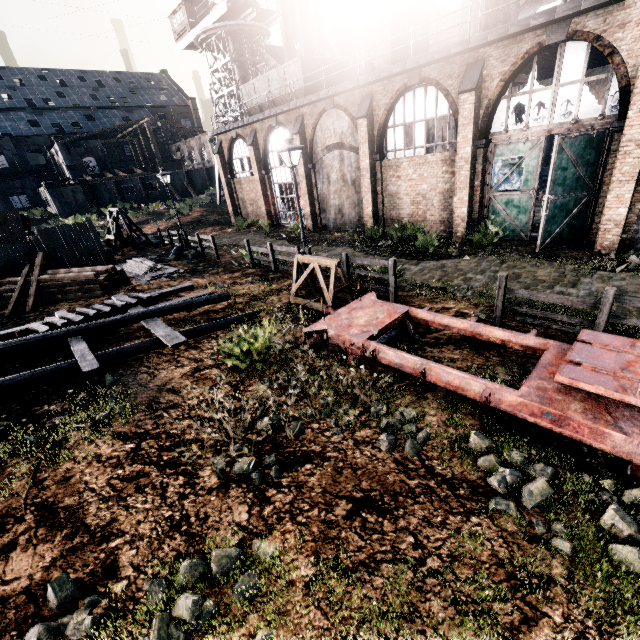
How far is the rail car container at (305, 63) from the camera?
22.2m

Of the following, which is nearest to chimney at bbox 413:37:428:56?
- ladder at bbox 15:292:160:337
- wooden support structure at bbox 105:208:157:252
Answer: ladder at bbox 15:292:160:337

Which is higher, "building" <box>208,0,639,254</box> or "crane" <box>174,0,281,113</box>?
"crane" <box>174,0,281,113</box>

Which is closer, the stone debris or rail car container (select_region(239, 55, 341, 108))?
the stone debris

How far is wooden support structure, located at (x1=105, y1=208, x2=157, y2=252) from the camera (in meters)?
24.56

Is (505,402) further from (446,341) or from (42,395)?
(42,395)

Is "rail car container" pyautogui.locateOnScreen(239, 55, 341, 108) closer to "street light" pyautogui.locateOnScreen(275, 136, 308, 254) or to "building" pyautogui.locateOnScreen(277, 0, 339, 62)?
"street light" pyautogui.locateOnScreen(275, 136, 308, 254)

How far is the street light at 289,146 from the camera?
12.0 meters
